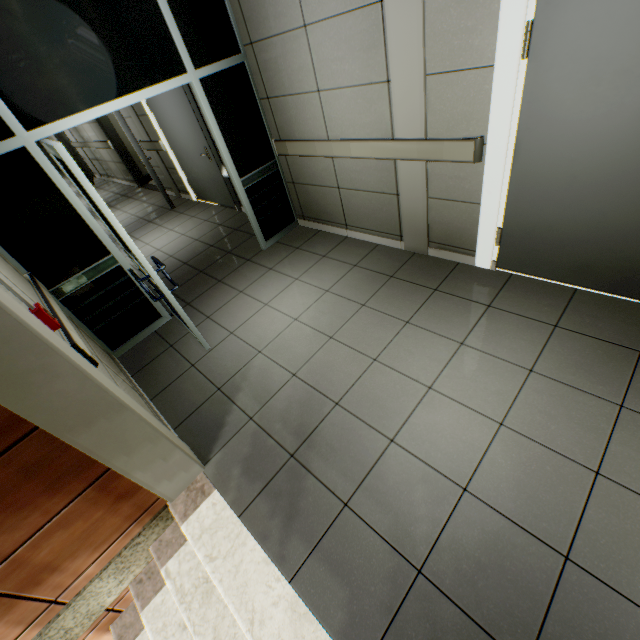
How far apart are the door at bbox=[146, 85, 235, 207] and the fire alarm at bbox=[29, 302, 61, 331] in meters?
4.3

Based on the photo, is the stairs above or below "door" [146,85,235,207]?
below

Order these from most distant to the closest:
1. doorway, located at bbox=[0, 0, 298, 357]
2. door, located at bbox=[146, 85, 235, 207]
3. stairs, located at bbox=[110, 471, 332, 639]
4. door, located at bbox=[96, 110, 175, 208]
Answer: door, located at bbox=[96, 110, 175, 208] < door, located at bbox=[146, 85, 235, 207] < doorway, located at bbox=[0, 0, 298, 357] < stairs, located at bbox=[110, 471, 332, 639]

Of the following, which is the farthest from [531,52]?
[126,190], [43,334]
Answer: [126,190]

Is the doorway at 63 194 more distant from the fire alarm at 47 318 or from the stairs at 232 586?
the stairs at 232 586

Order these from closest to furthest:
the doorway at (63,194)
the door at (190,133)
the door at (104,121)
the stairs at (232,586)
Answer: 1. the stairs at (232,586)
2. the doorway at (63,194)
3. the door at (190,133)
4. the door at (104,121)

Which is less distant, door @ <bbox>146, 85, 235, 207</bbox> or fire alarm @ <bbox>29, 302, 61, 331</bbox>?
fire alarm @ <bbox>29, 302, 61, 331</bbox>

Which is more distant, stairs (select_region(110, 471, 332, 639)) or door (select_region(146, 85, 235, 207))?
Answer: door (select_region(146, 85, 235, 207))
